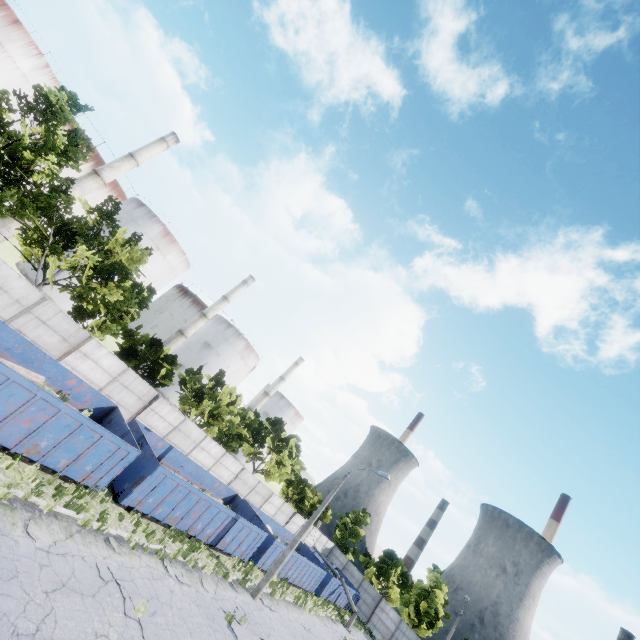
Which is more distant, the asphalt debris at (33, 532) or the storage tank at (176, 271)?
the storage tank at (176, 271)

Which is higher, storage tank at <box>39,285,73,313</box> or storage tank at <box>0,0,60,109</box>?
storage tank at <box>0,0,60,109</box>

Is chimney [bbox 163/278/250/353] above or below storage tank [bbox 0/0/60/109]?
below

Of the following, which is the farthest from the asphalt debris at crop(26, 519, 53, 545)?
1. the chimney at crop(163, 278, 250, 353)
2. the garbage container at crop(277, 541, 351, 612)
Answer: the chimney at crop(163, 278, 250, 353)

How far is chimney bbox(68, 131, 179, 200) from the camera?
38.1 meters

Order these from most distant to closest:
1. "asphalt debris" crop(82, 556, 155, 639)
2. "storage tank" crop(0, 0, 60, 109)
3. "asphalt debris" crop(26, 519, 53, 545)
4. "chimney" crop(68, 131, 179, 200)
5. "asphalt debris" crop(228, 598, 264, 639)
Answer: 1. "chimney" crop(68, 131, 179, 200)
2. "storage tank" crop(0, 0, 60, 109)
3. "asphalt debris" crop(228, 598, 264, 639)
4. "asphalt debris" crop(82, 556, 155, 639)
5. "asphalt debris" crop(26, 519, 53, 545)

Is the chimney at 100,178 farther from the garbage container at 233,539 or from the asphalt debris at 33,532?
the asphalt debris at 33,532

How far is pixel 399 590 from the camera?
43.9 meters
